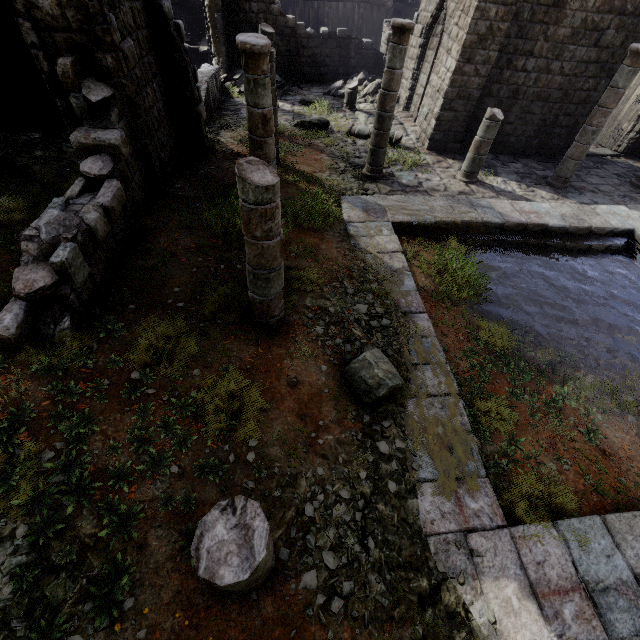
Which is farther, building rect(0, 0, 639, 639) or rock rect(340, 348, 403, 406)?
rock rect(340, 348, 403, 406)

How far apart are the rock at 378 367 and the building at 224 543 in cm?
207

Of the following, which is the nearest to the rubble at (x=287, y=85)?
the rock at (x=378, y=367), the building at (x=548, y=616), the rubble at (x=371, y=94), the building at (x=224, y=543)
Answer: the building at (x=548, y=616)

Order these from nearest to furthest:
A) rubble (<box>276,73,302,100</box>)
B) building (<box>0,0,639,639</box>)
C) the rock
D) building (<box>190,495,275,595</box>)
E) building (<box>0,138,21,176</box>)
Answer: building (<box>190,495,275,595</box>) → building (<box>0,0,639,639</box>) → the rock → building (<box>0,138,21,176</box>) → rubble (<box>276,73,302,100</box>)

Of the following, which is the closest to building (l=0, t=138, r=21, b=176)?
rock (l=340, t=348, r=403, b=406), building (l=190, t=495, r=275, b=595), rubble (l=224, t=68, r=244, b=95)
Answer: rubble (l=224, t=68, r=244, b=95)

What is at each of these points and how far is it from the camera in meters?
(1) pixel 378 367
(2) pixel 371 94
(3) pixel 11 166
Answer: (1) rock, 5.0 m
(2) rubble, 16.6 m
(3) building, 6.7 m

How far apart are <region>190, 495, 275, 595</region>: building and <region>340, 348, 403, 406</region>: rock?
2.1m

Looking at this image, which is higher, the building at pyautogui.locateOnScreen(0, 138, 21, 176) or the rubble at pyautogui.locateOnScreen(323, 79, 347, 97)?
the building at pyautogui.locateOnScreen(0, 138, 21, 176)
